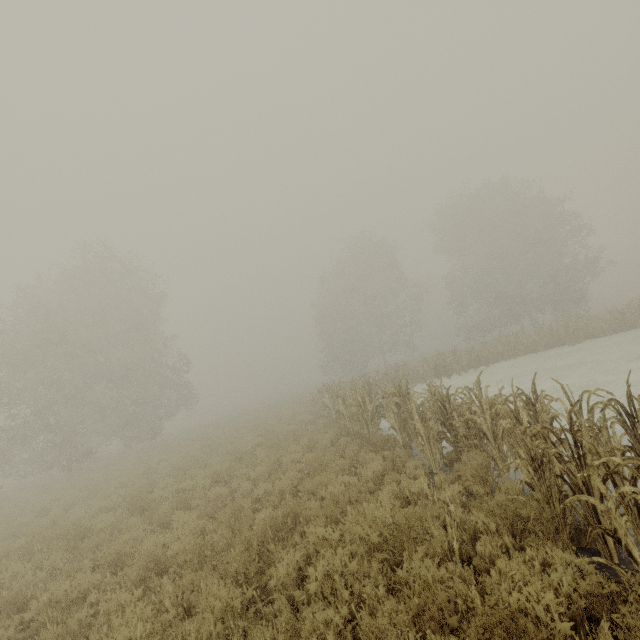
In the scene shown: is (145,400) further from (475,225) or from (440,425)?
(475,225)
